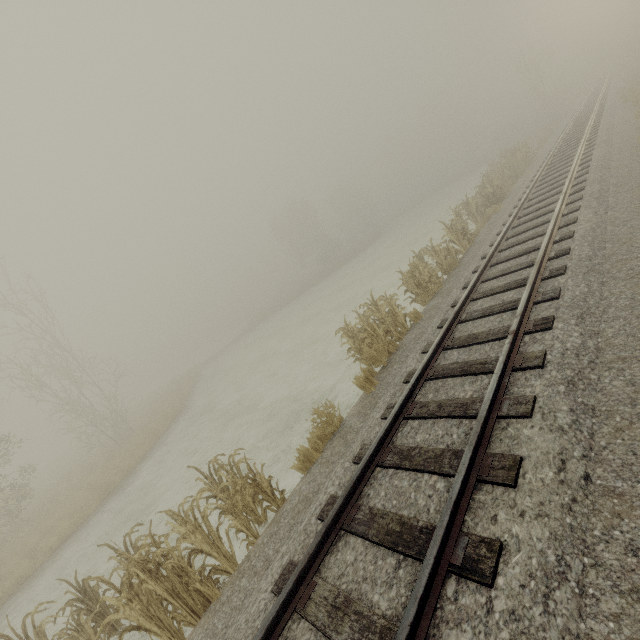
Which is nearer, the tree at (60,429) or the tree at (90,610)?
the tree at (90,610)

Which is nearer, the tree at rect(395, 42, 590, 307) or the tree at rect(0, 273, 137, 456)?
the tree at rect(395, 42, 590, 307)

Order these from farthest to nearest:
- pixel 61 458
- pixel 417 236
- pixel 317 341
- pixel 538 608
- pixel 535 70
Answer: pixel 61 458 < pixel 535 70 < pixel 417 236 < pixel 317 341 < pixel 538 608

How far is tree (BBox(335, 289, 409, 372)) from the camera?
8.4m

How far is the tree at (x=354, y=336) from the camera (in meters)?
8.39

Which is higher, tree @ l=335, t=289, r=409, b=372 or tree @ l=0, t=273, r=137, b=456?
tree @ l=0, t=273, r=137, b=456

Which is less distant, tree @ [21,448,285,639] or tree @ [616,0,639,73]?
tree @ [21,448,285,639]

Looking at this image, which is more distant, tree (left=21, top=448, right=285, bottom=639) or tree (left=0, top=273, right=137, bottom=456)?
tree (left=0, top=273, right=137, bottom=456)
